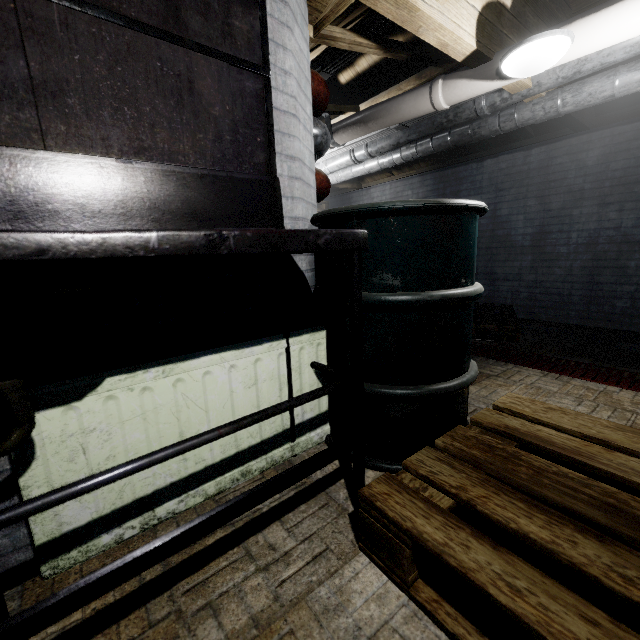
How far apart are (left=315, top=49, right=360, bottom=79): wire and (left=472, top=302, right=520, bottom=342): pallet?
2.29m

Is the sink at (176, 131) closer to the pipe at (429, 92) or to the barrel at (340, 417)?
the barrel at (340, 417)

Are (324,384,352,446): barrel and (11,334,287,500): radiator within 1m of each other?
yes

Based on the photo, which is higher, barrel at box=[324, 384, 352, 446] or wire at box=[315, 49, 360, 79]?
wire at box=[315, 49, 360, 79]

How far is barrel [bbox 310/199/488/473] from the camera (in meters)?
1.12

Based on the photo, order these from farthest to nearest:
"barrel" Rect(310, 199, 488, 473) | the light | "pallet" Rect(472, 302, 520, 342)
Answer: "pallet" Rect(472, 302, 520, 342), the light, "barrel" Rect(310, 199, 488, 473)

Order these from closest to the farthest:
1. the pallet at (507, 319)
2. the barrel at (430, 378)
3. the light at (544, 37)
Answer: the barrel at (430, 378)
the light at (544, 37)
the pallet at (507, 319)

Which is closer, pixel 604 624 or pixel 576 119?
pixel 604 624
